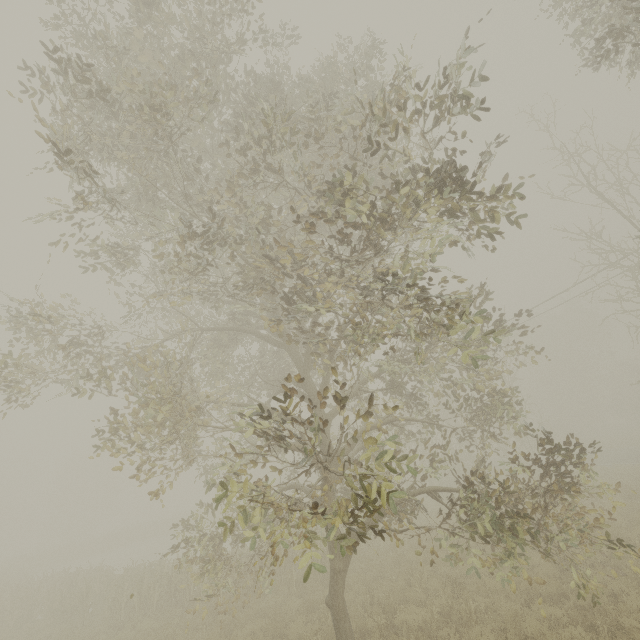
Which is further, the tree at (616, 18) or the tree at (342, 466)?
the tree at (616, 18)

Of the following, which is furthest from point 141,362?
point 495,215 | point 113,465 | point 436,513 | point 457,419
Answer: point 113,465

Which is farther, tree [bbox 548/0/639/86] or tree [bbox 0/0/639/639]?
tree [bbox 548/0/639/86]
